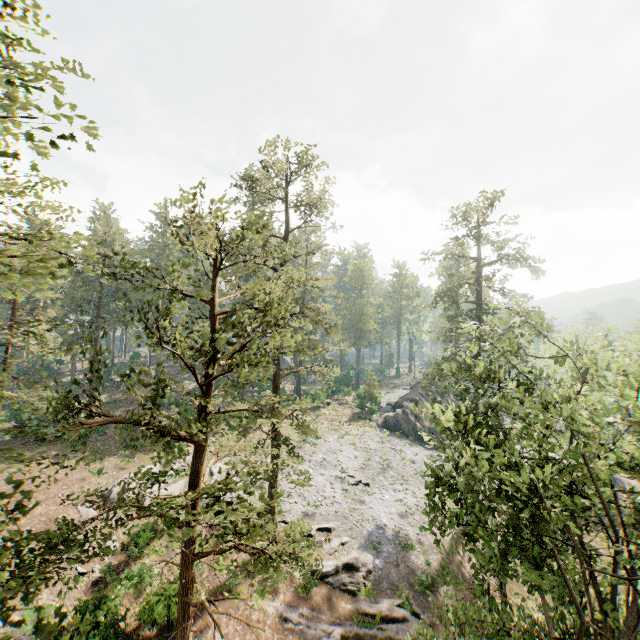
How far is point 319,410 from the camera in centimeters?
5012cm

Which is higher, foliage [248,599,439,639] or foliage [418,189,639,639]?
foliage [418,189,639,639]

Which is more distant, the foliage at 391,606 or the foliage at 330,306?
the foliage at 391,606

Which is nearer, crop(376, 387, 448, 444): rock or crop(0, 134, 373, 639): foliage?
crop(0, 134, 373, 639): foliage

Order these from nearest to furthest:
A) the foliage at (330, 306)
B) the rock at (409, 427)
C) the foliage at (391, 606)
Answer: the foliage at (330, 306), the foliage at (391, 606), the rock at (409, 427)

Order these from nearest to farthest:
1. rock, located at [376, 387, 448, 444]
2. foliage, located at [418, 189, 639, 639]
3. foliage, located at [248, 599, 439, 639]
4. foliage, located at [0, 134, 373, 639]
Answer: foliage, located at [0, 134, 373, 639] → foliage, located at [418, 189, 639, 639] → foliage, located at [248, 599, 439, 639] → rock, located at [376, 387, 448, 444]
